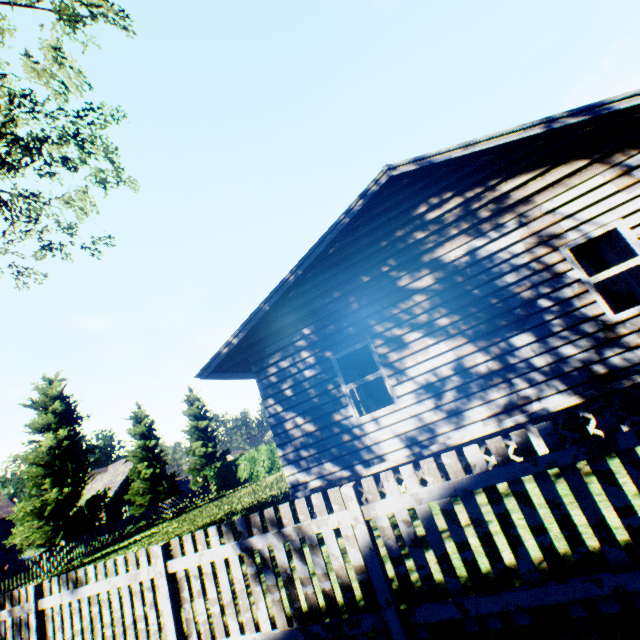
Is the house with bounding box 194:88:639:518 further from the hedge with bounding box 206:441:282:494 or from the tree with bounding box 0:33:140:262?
the tree with bounding box 0:33:140:262

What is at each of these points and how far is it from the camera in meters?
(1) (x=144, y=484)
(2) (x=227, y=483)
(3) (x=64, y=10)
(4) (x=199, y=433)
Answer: (1) tree, 29.3
(2) hedge, 32.2
(3) tree, 10.9
(4) tree, 36.9

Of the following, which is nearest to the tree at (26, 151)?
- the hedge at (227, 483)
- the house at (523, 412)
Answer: the hedge at (227, 483)

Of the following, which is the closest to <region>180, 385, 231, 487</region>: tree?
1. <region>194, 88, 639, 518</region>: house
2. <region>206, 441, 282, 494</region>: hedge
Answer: <region>206, 441, 282, 494</region>: hedge

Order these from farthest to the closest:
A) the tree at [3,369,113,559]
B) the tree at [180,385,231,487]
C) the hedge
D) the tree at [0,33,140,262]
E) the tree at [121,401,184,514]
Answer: the tree at [180,385,231,487], the hedge, the tree at [121,401,184,514], the tree at [3,369,113,559], the tree at [0,33,140,262]

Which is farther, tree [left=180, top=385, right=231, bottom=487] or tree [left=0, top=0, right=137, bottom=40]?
tree [left=180, top=385, right=231, bottom=487]

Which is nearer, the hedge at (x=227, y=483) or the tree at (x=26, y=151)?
the tree at (x=26, y=151)
